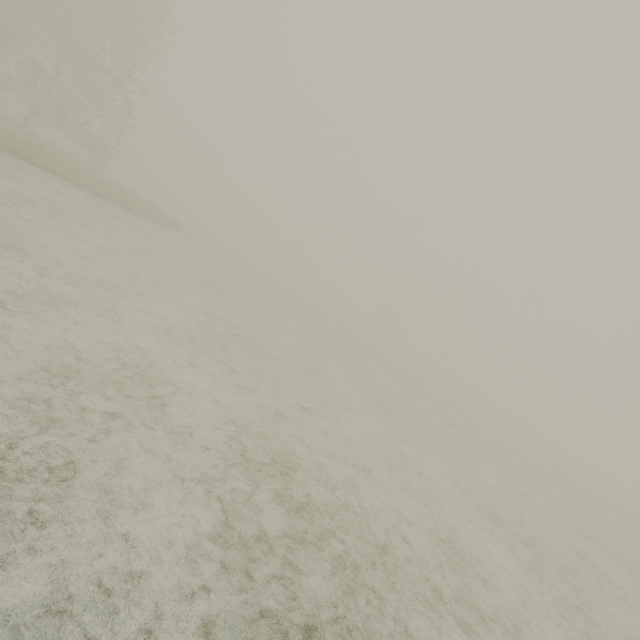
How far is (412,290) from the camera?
59.8m
